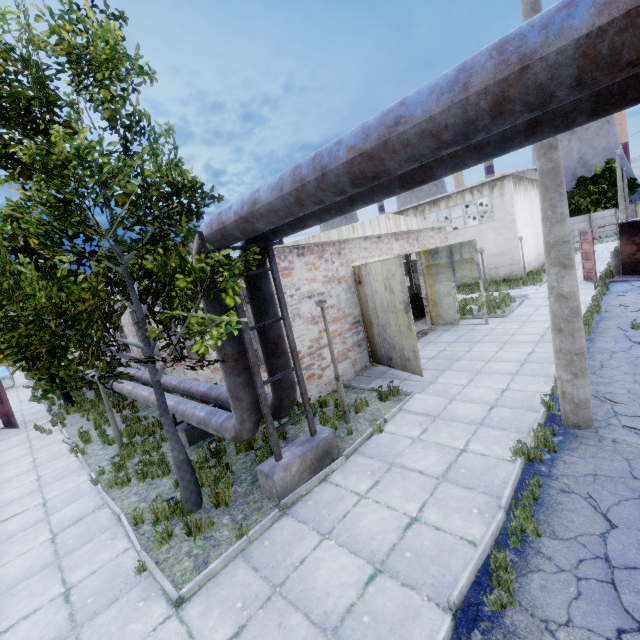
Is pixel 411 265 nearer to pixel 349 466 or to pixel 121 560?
pixel 349 466

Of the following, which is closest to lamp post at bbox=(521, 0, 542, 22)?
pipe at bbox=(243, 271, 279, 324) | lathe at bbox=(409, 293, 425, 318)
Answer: pipe at bbox=(243, 271, 279, 324)

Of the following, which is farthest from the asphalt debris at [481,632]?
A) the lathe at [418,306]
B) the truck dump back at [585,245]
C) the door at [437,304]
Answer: the truck dump back at [585,245]

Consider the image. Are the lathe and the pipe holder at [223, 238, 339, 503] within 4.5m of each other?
no

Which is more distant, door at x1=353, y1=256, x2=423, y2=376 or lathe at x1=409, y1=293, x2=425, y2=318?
lathe at x1=409, y1=293, x2=425, y2=318

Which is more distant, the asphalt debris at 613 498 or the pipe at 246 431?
the pipe at 246 431

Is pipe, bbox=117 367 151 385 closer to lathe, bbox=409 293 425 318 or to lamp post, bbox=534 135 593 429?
lamp post, bbox=534 135 593 429

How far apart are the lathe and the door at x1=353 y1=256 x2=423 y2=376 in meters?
7.5
